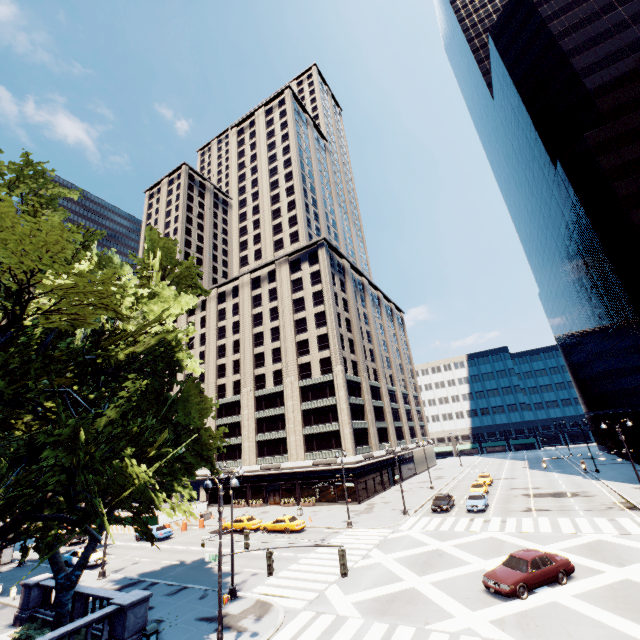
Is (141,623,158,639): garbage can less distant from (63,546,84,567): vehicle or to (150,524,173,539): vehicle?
(63,546,84,567): vehicle

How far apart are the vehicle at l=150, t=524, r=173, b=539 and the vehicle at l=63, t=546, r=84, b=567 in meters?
6.2

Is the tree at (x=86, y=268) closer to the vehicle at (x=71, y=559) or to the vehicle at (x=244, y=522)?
the vehicle at (x=71, y=559)

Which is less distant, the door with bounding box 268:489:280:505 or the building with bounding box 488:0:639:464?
the building with bounding box 488:0:639:464

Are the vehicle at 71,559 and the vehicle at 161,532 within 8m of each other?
yes

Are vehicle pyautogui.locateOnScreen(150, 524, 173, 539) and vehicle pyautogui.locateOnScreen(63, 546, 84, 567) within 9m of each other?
yes

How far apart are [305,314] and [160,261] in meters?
34.7

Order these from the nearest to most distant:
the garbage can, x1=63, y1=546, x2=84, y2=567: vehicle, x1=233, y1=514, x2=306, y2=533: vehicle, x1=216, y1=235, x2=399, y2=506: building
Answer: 1. the garbage can
2. x1=63, y1=546, x2=84, y2=567: vehicle
3. x1=233, y1=514, x2=306, y2=533: vehicle
4. x1=216, y1=235, x2=399, y2=506: building
